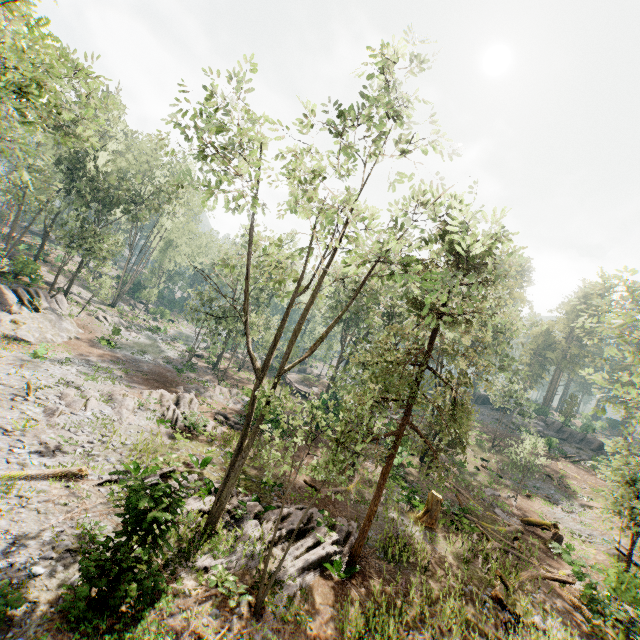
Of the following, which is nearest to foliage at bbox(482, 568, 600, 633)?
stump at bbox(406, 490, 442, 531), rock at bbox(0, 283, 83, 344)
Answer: rock at bbox(0, 283, 83, 344)

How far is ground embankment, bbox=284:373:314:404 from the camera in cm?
4179

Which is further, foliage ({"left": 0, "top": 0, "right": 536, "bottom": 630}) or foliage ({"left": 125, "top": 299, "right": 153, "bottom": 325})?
foliage ({"left": 125, "top": 299, "right": 153, "bottom": 325})

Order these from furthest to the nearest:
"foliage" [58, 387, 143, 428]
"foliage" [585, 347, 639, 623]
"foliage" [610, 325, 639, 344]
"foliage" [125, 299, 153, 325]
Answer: "foliage" [125, 299, 153, 325]
"foliage" [610, 325, 639, 344]
"foliage" [58, 387, 143, 428]
"foliage" [585, 347, 639, 623]

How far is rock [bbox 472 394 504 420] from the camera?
54.5 meters

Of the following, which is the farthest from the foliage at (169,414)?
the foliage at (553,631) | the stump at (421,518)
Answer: the foliage at (553,631)

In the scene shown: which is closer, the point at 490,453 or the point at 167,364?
the point at 167,364

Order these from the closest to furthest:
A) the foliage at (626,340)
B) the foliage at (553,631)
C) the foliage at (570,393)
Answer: the foliage at (553,631) < the foliage at (626,340) < the foliage at (570,393)
